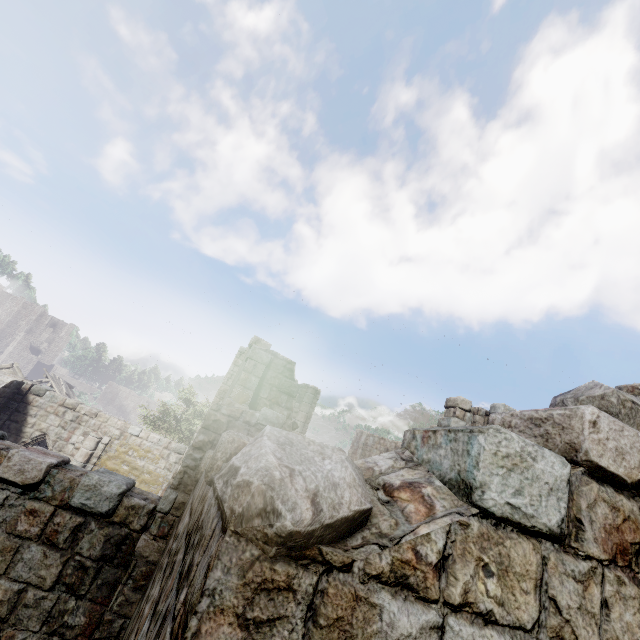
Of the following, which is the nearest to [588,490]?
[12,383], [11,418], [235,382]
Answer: [235,382]

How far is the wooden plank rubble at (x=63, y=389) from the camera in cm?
2784

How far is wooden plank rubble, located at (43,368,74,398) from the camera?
27.84m

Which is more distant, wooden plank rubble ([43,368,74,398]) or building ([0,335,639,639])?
wooden plank rubble ([43,368,74,398])

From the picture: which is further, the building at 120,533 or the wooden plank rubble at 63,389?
the wooden plank rubble at 63,389
